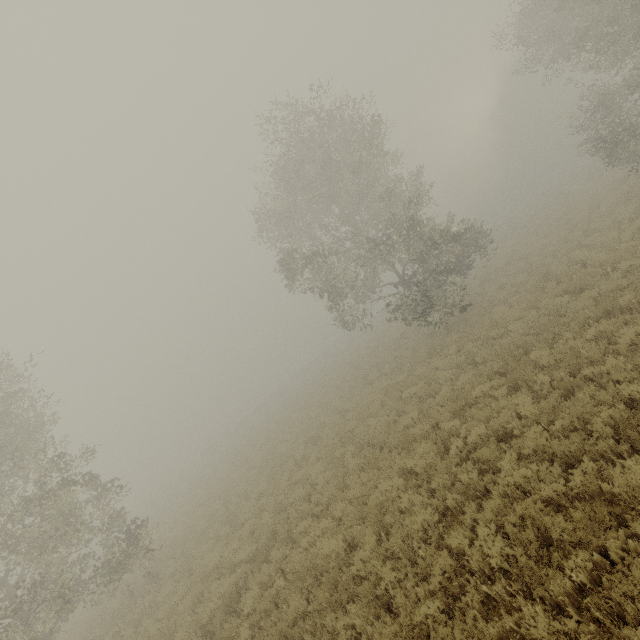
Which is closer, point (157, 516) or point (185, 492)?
point (157, 516)
